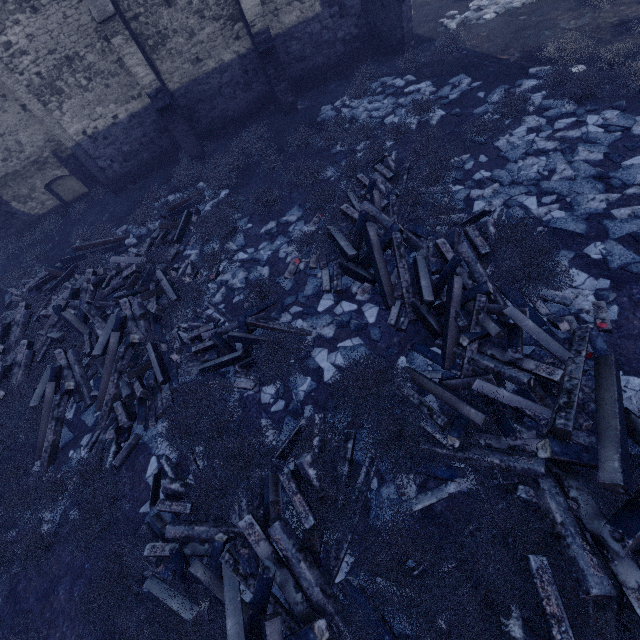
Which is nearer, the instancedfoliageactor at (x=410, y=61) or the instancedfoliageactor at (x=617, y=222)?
the instancedfoliageactor at (x=617, y=222)

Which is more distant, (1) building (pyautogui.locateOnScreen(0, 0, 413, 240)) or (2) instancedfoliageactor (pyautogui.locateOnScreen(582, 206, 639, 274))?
(1) building (pyautogui.locateOnScreen(0, 0, 413, 240))

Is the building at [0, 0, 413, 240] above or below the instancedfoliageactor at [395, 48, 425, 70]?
above

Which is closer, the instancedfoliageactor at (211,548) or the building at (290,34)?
the instancedfoliageactor at (211,548)

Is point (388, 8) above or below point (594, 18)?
above

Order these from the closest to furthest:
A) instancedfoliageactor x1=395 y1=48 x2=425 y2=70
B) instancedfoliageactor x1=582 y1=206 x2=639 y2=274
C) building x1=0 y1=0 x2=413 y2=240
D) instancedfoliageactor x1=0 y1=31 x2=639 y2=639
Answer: A: instancedfoliageactor x1=0 y1=31 x2=639 y2=639 → instancedfoliageactor x1=582 y1=206 x2=639 y2=274 → building x1=0 y1=0 x2=413 y2=240 → instancedfoliageactor x1=395 y1=48 x2=425 y2=70

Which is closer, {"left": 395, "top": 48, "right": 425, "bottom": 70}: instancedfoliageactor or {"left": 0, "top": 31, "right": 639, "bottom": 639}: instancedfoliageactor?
{"left": 0, "top": 31, "right": 639, "bottom": 639}: instancedfoliageactor
